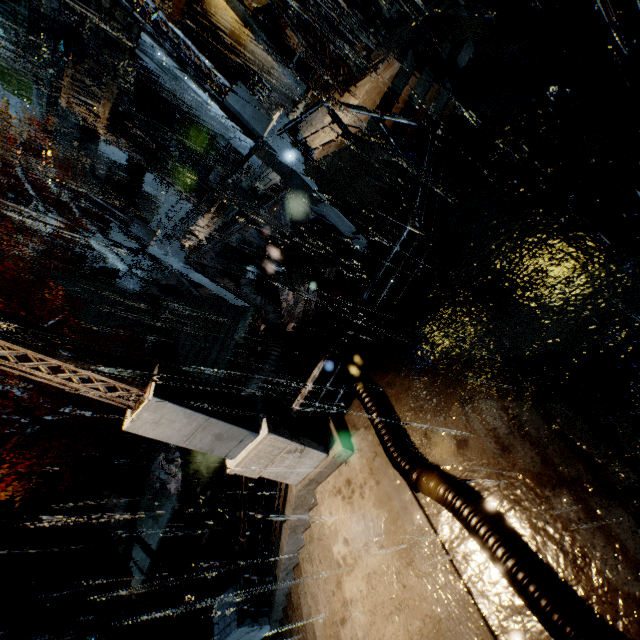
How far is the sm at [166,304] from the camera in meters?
20.1 m

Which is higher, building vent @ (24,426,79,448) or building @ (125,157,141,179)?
building @ (125,157,141,179)

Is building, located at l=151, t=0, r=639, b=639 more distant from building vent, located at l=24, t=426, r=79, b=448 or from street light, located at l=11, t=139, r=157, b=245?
street light, located at l=11, t=139, r=157, b=245

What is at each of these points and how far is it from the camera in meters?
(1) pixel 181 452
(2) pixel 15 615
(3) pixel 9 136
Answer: (1) building vent, 15.4
(2) building, 14.4
(3) building, 28.7

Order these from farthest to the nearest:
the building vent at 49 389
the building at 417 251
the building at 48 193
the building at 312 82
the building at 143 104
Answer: the building at 48 193 → the building at 143 104 → the building vent at 49 389 → the building at 417 251 → the building at 312 82

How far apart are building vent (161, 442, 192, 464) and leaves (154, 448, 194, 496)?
0.0m

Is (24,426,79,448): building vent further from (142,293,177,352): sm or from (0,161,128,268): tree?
(142,293,177,352): sm

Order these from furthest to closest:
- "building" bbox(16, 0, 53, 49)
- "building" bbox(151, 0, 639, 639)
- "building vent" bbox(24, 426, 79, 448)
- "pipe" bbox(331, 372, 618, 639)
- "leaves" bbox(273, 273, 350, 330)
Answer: "building vent" bbox(24, 426, 79, 448), "building" bbox(16, 0, 53, 49), "leaves" bbox(273, 273, 350, 330), "building" bbox(151, 0, 639, 639), "pipe" bbox(331, 372, 618, 639)
